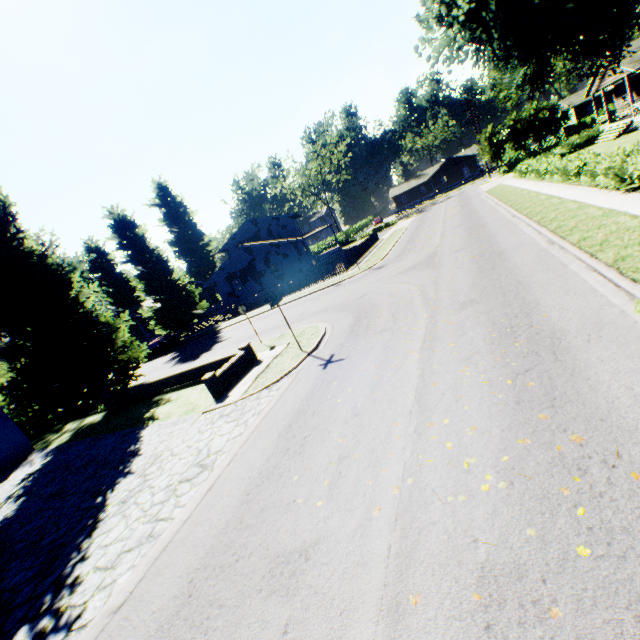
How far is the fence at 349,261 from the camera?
28.35m

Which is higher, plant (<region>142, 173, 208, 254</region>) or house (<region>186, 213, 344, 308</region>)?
plant (<region>142, 173, 208, 254</region>)

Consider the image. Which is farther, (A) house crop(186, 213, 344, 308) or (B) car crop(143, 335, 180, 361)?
(A) house crop(186, 213, 344, 308)

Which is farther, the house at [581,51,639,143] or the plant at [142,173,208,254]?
the plant at [142,173,208,254]

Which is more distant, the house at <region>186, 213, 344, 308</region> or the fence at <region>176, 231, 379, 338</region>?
the house at <region>186, 213, 344, 308</region>

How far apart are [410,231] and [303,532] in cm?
3395

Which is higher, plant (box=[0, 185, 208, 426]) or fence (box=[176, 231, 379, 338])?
plant (box=[0, 185, 208, 426])

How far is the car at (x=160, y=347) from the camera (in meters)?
32.53
